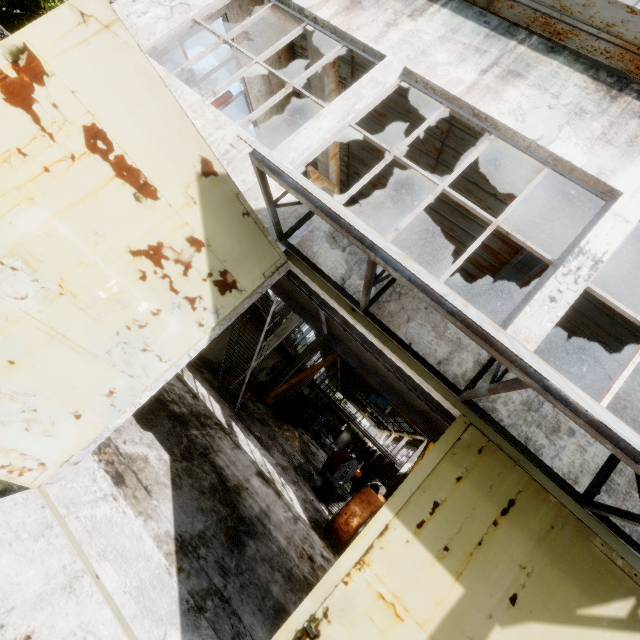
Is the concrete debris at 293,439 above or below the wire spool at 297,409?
below

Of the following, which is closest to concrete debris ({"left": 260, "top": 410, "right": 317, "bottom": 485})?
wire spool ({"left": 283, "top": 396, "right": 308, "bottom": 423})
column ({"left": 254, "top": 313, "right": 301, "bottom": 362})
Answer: column ({"left": 254, "top": 313, "right": 301, "bottom": 362})

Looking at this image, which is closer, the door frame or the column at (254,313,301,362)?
the door frame

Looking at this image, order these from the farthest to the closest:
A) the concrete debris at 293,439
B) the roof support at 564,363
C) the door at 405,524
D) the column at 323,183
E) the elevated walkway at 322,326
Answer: the concrete debris at 293,439 → the roof support at 564,363 → the column at 323,183 → the elevated walkway at 322,326 → the door at 405,524

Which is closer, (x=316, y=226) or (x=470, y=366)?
(x=470, y=366)

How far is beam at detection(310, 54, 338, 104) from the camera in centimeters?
686cm

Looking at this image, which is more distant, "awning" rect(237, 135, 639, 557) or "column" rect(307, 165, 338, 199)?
"column" rect(307, 165, 338, 199)

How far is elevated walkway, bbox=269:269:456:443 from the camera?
4.2 meters
